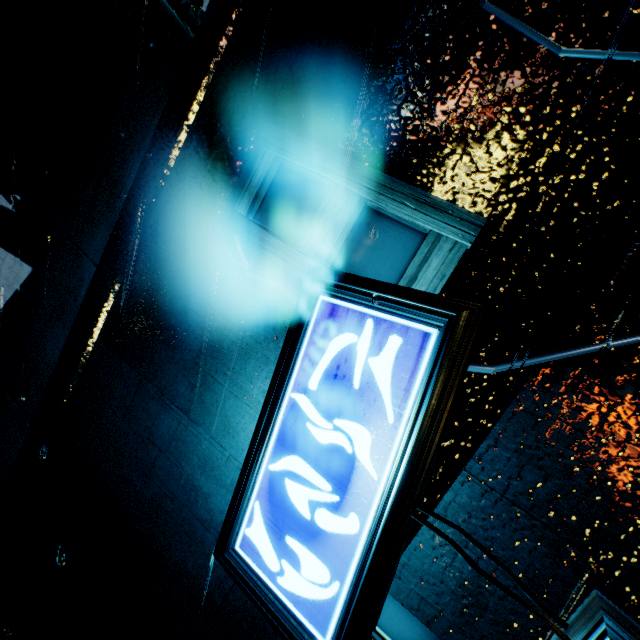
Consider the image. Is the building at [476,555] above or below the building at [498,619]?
above

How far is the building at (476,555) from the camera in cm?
221

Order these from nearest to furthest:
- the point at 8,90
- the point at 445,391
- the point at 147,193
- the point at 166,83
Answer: the point at 445,391 < the point at 147,193 < the point at 166,83 < the point at 8,90

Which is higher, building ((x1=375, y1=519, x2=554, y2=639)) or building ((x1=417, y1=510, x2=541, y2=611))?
building ((x1=417, y1=510, x2=541, y2=611))

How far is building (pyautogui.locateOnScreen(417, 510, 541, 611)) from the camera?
2.21m
